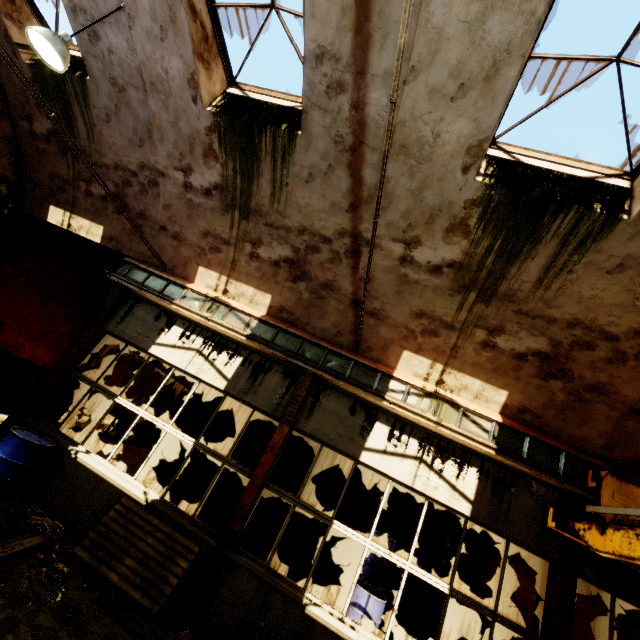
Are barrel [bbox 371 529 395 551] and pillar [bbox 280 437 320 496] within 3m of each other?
yes

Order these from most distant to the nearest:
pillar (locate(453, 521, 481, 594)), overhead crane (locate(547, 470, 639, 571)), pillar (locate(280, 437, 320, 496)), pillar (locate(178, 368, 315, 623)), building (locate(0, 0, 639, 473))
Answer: pillar (locate(280, 437, 320, 496))
pillar (locate(453, 521, 481, 594))
pillar (locate(178, 368, 315, 623))
building (locate(0, 0, 639, 473))
overhead crane (locate(547, 470, 639, 571))

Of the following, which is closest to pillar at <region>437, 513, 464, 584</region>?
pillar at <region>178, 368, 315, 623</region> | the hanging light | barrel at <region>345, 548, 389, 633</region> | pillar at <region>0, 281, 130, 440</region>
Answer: barrel at <region>345, 548, 389, 633</region>

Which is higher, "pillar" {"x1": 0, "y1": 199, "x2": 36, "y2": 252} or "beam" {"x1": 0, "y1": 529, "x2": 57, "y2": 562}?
"pillar" {"x1": 0, "y1": 199, "x2": 36, "y2": 252}

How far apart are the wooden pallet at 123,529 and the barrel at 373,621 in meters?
4.0 m

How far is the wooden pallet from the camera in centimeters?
467cm

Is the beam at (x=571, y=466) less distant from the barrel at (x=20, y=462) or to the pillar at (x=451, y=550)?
the barrel at (x=20, y=462)

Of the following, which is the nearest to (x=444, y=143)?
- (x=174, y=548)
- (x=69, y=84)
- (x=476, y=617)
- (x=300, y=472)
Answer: (x=174, y=548)
